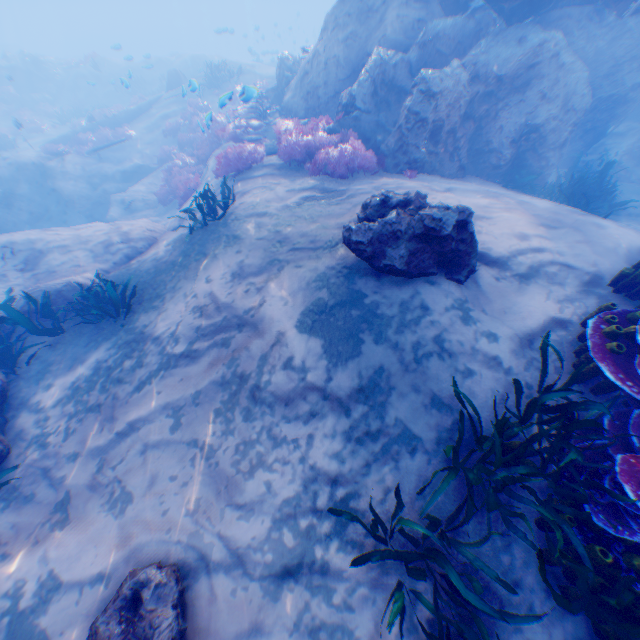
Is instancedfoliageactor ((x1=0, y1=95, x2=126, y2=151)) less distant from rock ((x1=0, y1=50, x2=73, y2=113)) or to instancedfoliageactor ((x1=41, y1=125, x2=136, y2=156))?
rock ((x1=0, y1=50, x2=73, y2=113))

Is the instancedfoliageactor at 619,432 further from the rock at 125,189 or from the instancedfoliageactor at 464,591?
the instancedfoliageactor at 464,591

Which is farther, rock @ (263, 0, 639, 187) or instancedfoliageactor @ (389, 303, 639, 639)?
→ rock @ (263, 0, 639, 187)

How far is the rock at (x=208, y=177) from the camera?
11.4 meters

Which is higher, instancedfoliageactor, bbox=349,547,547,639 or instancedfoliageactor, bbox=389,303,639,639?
instancedfoliageactor, bbox=389,303,639,639

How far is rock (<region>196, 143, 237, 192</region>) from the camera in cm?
1136

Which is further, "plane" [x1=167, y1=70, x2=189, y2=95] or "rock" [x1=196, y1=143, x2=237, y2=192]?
"plane" [x1=167, y1=70, x2=189, y2=95]

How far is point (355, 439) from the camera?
4.13m
